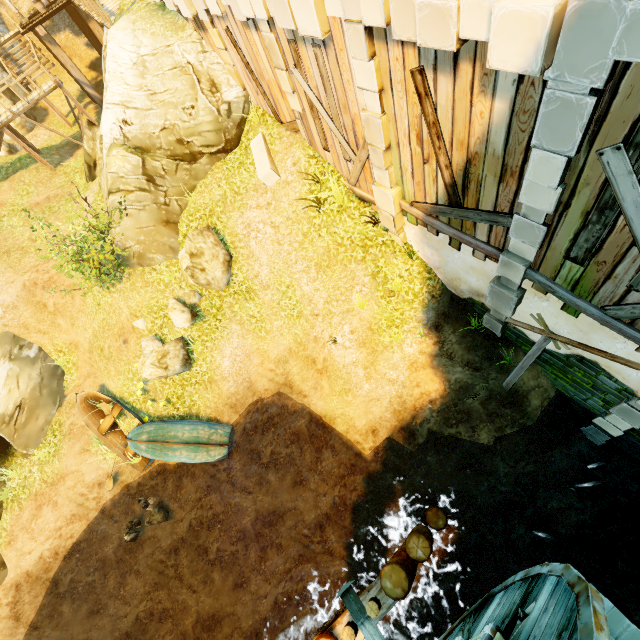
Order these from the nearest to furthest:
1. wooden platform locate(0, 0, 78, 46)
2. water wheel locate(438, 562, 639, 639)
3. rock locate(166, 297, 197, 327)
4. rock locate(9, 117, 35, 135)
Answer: water wheel locate(438, 562, 639, 639), rock locate(166, 297, 197, 327), wooden platform locate(0, 0, 78, 46), rock locate(9, 117, 35, 135)

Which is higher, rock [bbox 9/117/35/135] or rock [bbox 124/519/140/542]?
rock [bbox 9/117/35/135]

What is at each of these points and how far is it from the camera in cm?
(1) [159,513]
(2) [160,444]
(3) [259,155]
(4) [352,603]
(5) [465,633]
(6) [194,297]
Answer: (1) rock, 1125
(2) boat, 1109
(3) stone, 1017
(4) water wheel, 561
(5) water wheel, 646
(6) rock, 1127

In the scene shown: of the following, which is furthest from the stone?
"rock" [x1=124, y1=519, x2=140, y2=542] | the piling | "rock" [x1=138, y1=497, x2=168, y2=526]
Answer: "rock" [x1=124, y1=519, x2=140, y2=542]

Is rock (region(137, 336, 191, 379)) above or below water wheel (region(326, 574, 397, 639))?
below

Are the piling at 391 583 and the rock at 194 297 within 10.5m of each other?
yes

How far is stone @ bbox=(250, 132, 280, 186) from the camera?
9.9 meters

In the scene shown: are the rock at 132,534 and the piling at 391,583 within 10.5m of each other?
yes
